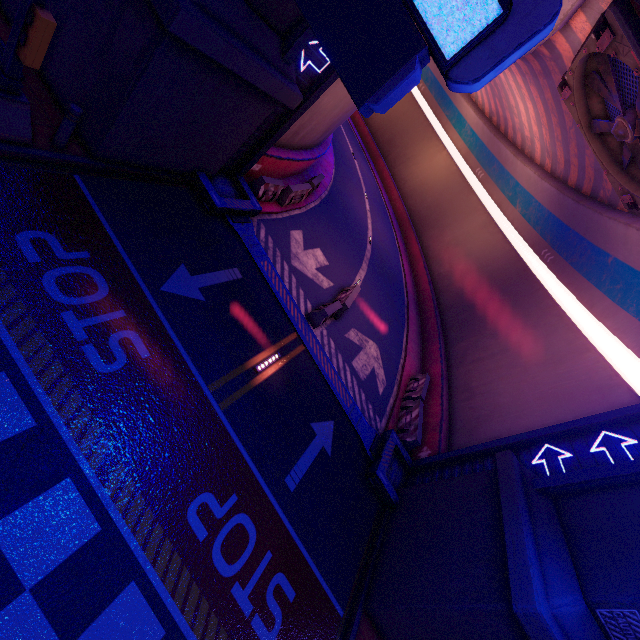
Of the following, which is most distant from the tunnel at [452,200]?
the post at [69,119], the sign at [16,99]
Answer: the sign at [16,99]

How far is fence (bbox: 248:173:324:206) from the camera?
12.23m

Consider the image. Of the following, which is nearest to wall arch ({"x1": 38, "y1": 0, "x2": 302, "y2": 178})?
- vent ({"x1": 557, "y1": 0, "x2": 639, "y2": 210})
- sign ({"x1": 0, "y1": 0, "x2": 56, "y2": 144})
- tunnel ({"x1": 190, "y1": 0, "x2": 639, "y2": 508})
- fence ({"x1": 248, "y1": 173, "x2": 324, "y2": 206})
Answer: tunnel ({"x1": 190, "y1": 0, "x2": 639, "y2": 508})

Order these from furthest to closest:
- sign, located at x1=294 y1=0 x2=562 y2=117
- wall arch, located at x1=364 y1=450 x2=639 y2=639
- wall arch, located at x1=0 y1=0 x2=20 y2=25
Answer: wall arch, located at x1=0 y1=0 x2=20 y2=25
wall arch, located at x1=364 y1=450 x2=639 y2=639
sign, located at x1=294 y1=0 x2=562 y2=117

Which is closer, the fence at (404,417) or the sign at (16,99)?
the sign at (16,99)

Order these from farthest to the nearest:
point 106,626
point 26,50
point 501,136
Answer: point 501,136, point 26,50, point 106,626

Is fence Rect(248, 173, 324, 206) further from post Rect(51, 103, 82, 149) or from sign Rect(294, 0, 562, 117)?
sign Rect(294, 0, 562, 117)

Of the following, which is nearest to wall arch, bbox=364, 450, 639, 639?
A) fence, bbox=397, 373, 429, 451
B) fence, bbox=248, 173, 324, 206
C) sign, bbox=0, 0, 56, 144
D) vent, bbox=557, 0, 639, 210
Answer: sign, bbox=0, 0, 56, 144
